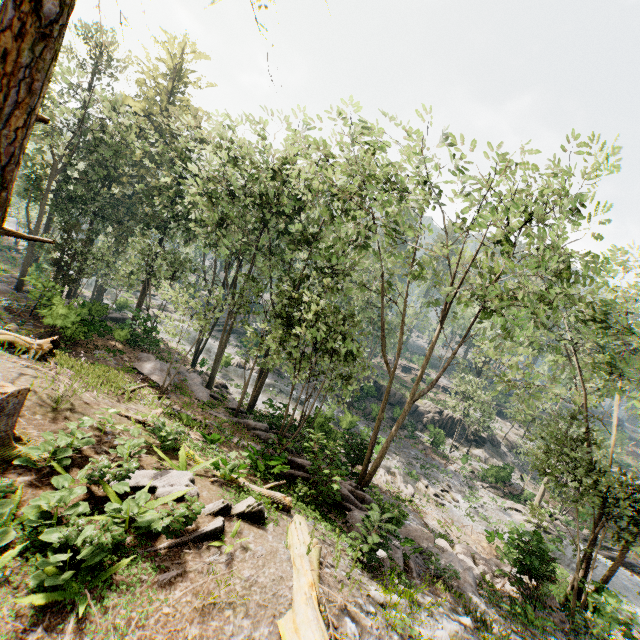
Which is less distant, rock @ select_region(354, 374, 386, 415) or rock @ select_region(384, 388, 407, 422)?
rock @ select_region(354, 374, 386, 415)

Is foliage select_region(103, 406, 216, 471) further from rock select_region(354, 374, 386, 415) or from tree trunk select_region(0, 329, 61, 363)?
tree trunk select_region(0, 329, 61, 363)

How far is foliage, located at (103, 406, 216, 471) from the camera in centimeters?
990cm

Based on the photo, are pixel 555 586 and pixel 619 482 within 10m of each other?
yes

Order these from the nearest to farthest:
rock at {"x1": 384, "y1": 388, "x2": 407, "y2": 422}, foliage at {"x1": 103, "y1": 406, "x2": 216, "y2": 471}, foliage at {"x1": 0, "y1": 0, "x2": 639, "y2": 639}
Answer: foliage at {"x1": 103, "y1": 406, "x2": 216, "y2": 471}
foliage at {"x1": 0, "y1": 0, "x2": 639, "y2": 639}
rock at {"x1": 384, "y1": 388, "x2": 407, "y2": 422}

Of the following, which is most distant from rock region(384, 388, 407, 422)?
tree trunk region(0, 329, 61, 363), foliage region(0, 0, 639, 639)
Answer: tree trunk region(0, 329, 61, 363)

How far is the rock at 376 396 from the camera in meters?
37.1 m

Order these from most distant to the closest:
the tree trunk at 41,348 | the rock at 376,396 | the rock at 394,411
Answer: the rock at 394,411 < the rock at 376,396 < the tree trunk at 41,348
